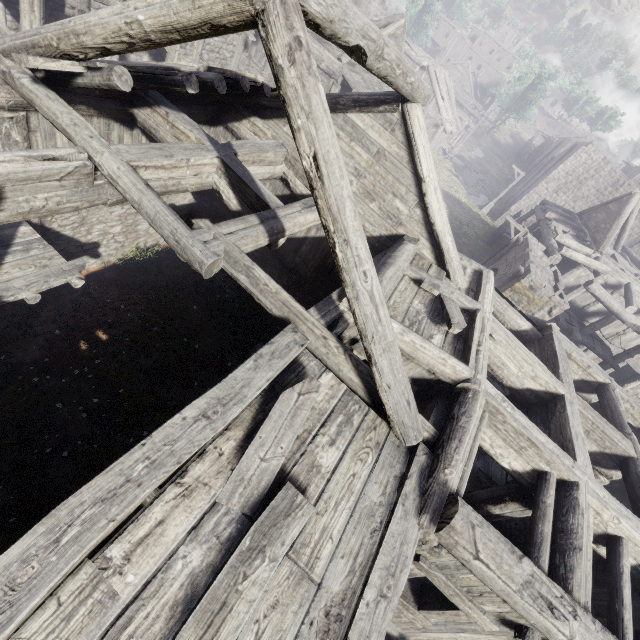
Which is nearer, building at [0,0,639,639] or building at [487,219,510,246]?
building at [0,0,639,639]

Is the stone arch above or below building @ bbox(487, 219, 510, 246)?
above

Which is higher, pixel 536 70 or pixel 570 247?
pixel 536 70

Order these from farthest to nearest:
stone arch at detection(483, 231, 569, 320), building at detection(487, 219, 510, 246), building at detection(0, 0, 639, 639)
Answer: building at detection(487, 219, 510, 246), stone arch at detection(483, 231, 569, 320), building at detection(0, 0, 639, 639)

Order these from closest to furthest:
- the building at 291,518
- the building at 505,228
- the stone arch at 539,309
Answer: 1. the building at 291,518
2. the stone arch at 539,309
3. the building at 505,228

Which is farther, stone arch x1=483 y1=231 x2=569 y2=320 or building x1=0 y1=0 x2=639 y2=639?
stone arch x1=483 y1=231 x2=569 y2=320

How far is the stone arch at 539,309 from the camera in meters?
12.8
